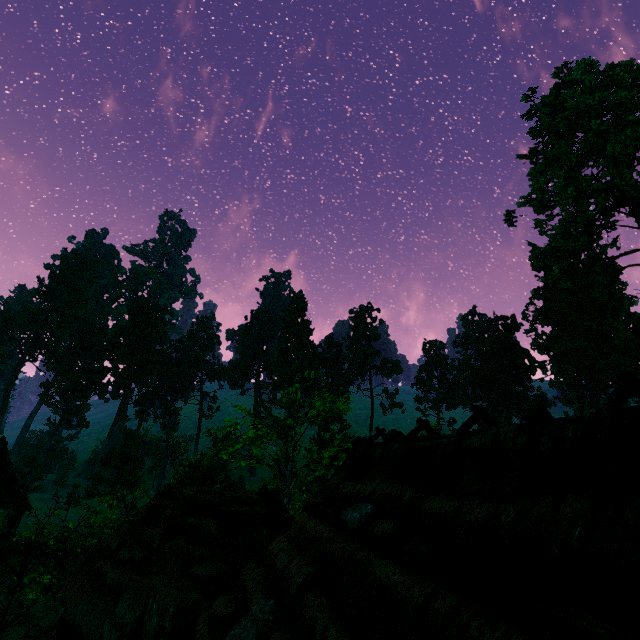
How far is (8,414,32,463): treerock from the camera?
48.6 meters

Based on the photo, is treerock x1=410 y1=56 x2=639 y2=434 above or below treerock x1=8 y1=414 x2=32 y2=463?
above

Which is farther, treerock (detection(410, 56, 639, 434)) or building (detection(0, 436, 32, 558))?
treerock (detection(410, 56, 639, 434))

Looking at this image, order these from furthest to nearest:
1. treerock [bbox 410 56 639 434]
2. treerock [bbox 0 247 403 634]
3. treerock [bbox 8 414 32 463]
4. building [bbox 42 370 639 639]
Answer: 1. treerock [bbox 8 414 32 463]
2. treerock [bbox 410 56 639 434]
3. treerock [bbox 0 247 403 634]
4. building [bbox 42 370 639 639]

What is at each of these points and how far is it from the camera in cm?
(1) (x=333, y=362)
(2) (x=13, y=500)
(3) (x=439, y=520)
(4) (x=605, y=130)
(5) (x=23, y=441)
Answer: (1) treerock, 5612
(2) building, 2367
(3) building, 418
(4) treerock, 3119
(5) treerock, 5841

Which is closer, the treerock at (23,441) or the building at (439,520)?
the building at (439,520)

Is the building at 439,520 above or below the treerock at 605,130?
below
